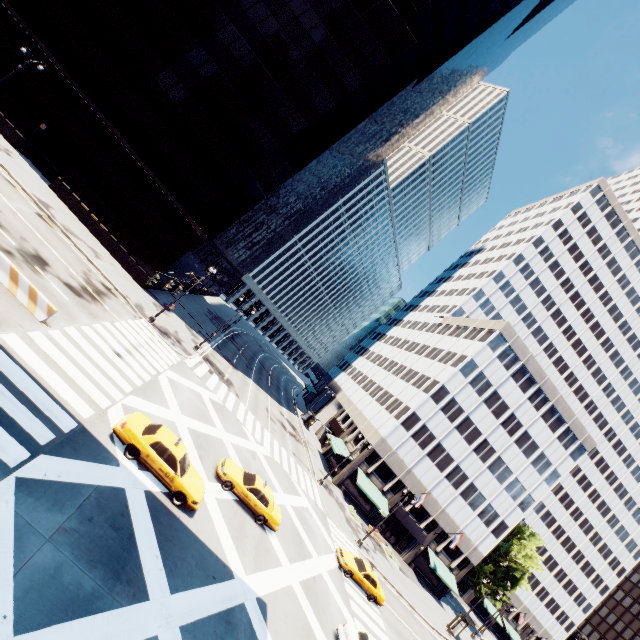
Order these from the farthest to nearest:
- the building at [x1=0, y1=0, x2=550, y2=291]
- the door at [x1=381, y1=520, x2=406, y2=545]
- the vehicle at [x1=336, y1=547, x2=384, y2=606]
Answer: the door at [x1=381, y1=520, x2=406, y2=545] → the building at [x1=0, y1=0, x2=550, y2=291] → the vehicle at [x1=336, y1=547, x2=384, y2=606]

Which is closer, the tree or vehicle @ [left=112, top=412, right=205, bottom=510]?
vehicle @ [left=112, top=412, right=205, bottom=510]

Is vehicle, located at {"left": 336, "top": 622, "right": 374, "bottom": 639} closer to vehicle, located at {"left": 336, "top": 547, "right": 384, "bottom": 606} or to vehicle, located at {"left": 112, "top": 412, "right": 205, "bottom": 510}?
vehicle, located at {"left": 336, "top": 547, "right": 384, "bottom": 606}

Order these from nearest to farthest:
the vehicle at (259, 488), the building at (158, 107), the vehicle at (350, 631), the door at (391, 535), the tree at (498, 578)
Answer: the vehicle at (350, 631) → the vehicle at (259, 488) → the building at (158, 107) → the door at (391, 535) → the tree at (498, 578)

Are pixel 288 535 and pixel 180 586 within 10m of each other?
no

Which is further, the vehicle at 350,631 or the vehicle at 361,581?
the vehicle at 361,581

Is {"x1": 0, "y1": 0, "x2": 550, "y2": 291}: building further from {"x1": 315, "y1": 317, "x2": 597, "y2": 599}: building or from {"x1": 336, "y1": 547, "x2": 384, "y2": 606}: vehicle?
{"x1": 315, "y1": 317, "x2": 597, "y2": 599}: building

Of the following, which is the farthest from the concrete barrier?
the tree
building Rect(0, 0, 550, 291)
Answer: the tree
